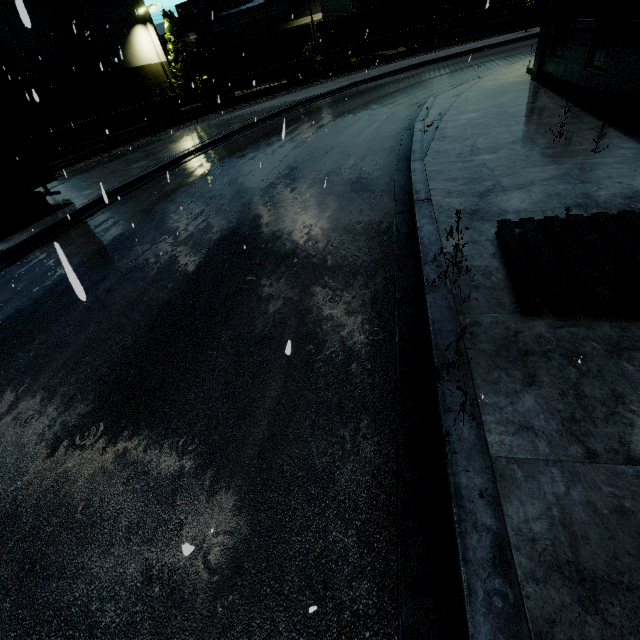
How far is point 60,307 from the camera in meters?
6.5 m

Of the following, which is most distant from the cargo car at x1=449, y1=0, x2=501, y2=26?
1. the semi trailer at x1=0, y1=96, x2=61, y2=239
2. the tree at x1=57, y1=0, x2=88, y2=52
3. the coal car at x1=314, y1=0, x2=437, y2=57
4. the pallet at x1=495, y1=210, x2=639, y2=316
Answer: the pallet at x1=495, y1=210, x2=639, y2=316

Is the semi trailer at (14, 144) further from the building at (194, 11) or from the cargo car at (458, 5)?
the cargo car at (458, 5)

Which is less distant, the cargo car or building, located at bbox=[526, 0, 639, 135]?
building, located at bbox=[526, 0, 639, 135]

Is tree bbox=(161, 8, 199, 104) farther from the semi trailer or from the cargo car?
the semi trailer

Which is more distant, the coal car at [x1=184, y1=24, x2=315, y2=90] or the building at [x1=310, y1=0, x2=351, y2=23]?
the building at [x1=310, y1=0, x2=351, y2=23]

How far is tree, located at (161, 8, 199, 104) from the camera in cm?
3884

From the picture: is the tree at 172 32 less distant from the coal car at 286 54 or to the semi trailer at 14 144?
the coal car at 286 54
